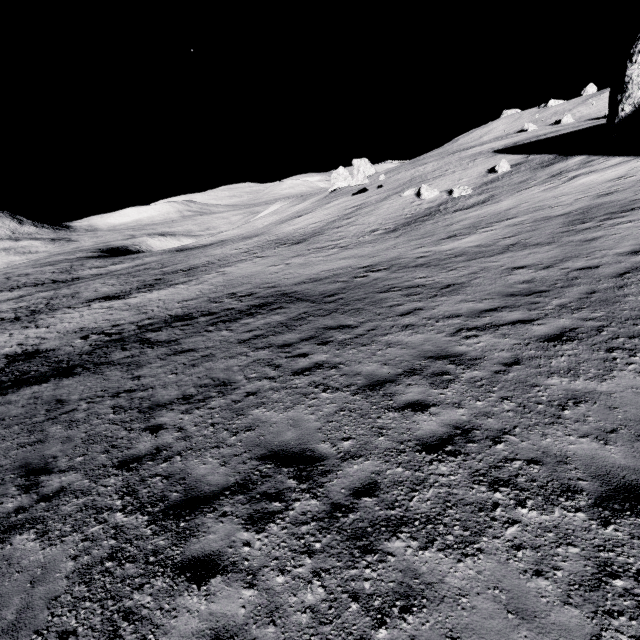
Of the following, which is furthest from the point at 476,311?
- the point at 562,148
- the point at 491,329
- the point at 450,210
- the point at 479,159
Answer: the point at 479,159
